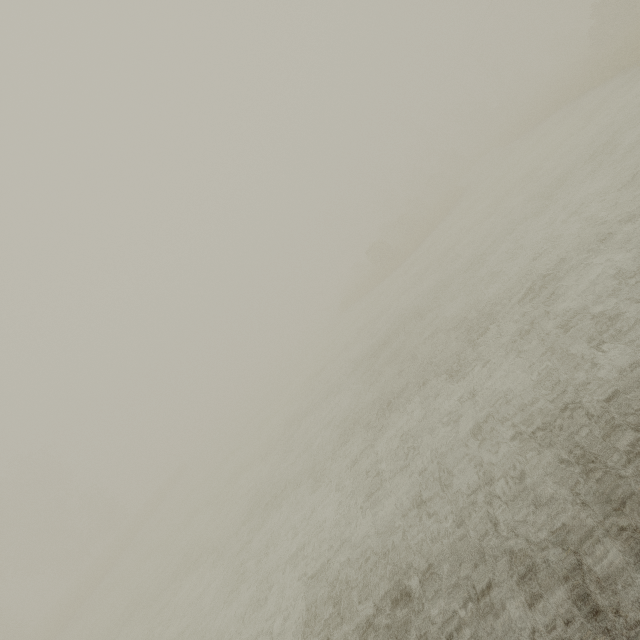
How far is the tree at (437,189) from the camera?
30.9 meters

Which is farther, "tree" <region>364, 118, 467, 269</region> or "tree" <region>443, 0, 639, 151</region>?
"tree" <region>364, 118, 467, 269</region>

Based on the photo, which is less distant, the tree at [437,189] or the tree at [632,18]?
the tree at [632,18]

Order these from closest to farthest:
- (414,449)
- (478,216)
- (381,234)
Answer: (414,449)
(478,216)
(381,234)

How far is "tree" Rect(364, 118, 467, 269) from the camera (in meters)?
30.92
